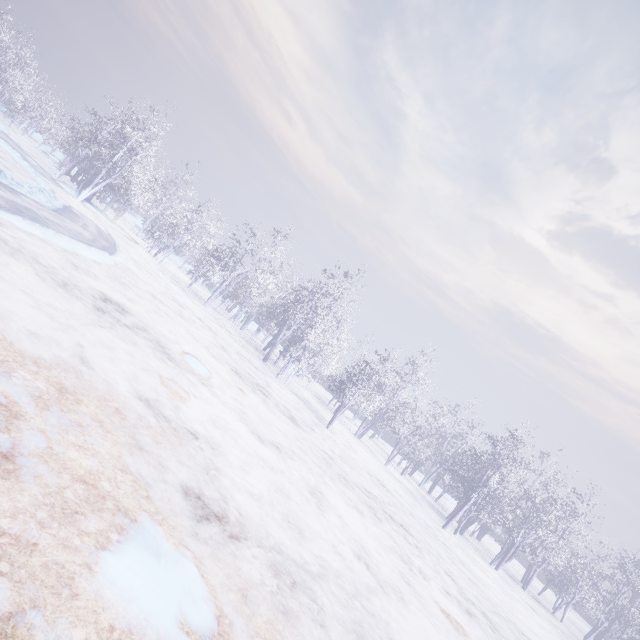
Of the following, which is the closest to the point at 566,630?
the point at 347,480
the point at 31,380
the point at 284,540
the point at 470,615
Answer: the point at 470,615
